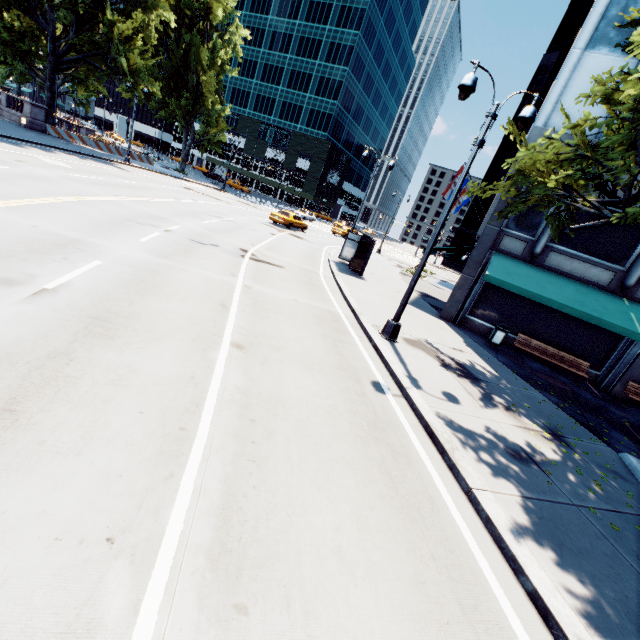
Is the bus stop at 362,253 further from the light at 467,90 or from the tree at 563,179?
the light at 467,90

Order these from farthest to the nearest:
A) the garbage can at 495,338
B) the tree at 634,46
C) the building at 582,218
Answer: the garbage can at 495,338, the building at 582,218, the tree at 634,46

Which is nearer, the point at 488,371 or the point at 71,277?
the point at 71,277

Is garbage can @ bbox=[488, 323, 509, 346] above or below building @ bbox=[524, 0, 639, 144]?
below

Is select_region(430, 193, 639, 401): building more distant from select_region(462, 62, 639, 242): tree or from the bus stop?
the bus stop

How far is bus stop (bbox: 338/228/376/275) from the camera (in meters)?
18.88

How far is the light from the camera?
7.92m

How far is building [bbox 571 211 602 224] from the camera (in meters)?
13.47
